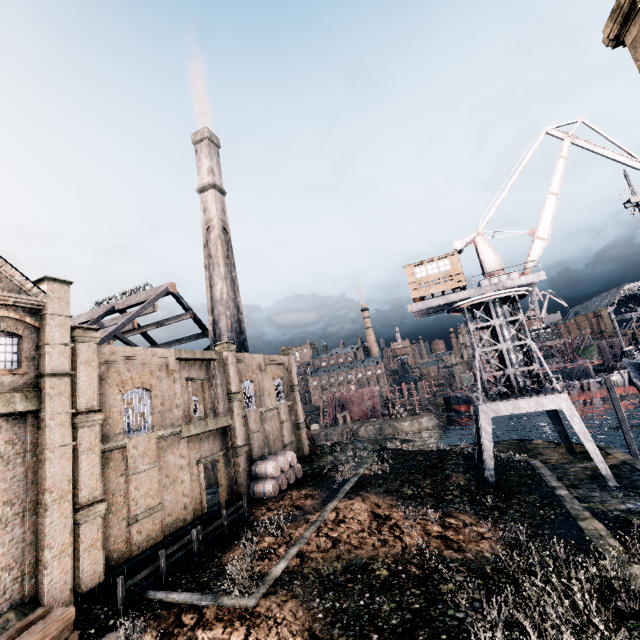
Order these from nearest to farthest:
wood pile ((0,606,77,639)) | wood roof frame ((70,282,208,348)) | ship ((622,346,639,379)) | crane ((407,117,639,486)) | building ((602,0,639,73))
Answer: building ((602,0,639,73)) → wood pile ((0,606,77,639)) → crane ((407,117,639,486)) → wood roof frame ((70,282,208,348)) → ship ((622,346,639,379))

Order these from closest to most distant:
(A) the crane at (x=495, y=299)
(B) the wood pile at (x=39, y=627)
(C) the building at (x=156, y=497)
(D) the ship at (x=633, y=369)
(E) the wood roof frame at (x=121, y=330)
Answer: (B) the wood pile at (x=39, y=627), (C) the building at (x=156, y=497), (A) the crane at (x=495, y=299), (E) the wood roof frame at (x=121, y=330), (D) the ship at (x=633, y=369)

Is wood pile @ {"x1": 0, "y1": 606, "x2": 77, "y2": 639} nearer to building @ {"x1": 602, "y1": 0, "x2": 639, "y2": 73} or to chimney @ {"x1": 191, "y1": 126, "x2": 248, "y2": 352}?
chimney @ {"x1": 191, "y1": 126, "x2": 248, "y2": 352}

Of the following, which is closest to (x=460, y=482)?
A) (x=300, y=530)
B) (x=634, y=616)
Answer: (x=300, y=530)

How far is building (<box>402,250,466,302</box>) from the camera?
27.3m

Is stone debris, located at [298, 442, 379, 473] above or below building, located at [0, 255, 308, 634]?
below

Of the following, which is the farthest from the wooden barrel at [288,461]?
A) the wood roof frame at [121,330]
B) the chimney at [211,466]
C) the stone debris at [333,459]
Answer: the wood roof frame at [121,330]

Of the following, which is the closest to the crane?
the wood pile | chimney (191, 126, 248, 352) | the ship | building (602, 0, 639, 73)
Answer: the ship
